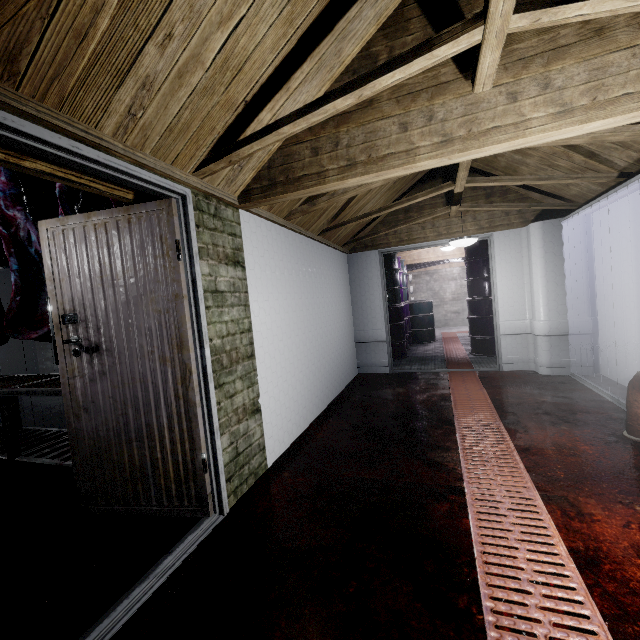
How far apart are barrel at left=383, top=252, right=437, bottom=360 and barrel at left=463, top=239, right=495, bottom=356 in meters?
1.3 m

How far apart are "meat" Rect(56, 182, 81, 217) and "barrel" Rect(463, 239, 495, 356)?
5.4m

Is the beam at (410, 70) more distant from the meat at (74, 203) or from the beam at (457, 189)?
the meat at (74, 203)

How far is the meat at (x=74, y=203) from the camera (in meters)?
2.39

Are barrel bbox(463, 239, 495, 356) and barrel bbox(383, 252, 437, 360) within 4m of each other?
yes

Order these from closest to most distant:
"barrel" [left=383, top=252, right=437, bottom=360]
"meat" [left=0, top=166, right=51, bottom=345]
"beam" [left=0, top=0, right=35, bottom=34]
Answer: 1. "beam" [left=0, top=0, right=35, bottom=34]
2. "meat" [left=0, top=166, right=51, bottom=345]
3. "barrel" [left=383, top=252, right=437, bottom=360]

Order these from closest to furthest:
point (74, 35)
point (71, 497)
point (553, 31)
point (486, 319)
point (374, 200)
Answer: point (74, 35)
point (553, 31)
point (71, 497)
point (374, 200)
point (486, 319)

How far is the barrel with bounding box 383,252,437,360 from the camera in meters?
6.1 m
